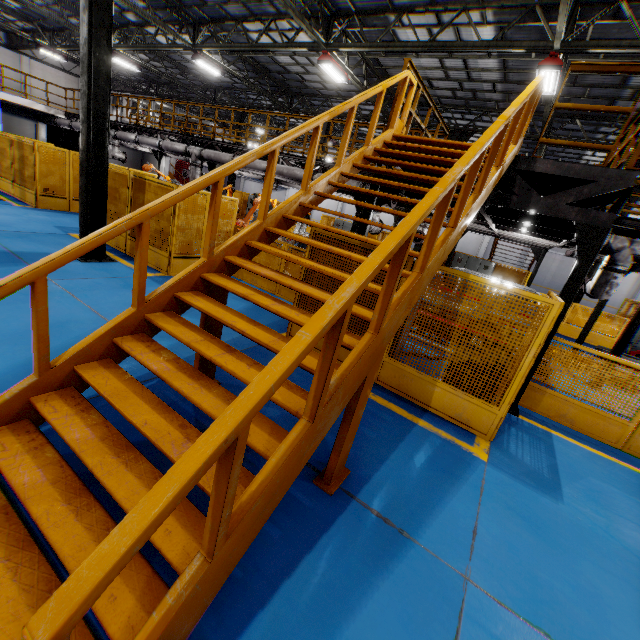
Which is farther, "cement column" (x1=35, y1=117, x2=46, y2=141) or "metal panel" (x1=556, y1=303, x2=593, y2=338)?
"cement column" (x1=35, y1=117, x2=46, y2=141)

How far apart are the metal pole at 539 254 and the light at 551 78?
6.73m

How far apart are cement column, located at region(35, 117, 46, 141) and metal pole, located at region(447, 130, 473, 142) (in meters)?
26.60

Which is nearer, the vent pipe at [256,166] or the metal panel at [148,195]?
the metal panel at [148,195]

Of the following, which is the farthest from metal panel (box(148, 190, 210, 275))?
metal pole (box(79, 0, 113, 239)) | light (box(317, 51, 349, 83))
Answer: light (box(317, 51, 349, 83))

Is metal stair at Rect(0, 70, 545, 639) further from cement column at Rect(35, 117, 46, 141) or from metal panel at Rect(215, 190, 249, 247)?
cement column at Rect(35, 117, 46, 141)

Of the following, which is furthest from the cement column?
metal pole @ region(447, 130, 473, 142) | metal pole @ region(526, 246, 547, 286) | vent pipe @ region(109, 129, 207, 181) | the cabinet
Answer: metal pole @ region(526, 246, 547, 286)

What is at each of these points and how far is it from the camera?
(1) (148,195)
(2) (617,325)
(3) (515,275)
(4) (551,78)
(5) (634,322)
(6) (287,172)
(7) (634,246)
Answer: (1) metal panel, 8.29m
(2) metal panel, 13.70m
(3) metal panel, 17.06m
(4) light, 9.27m
(5) metal pole, 7.82m
(6) vent pipe, 11.72m
(7) vent pipe, 7.25m
